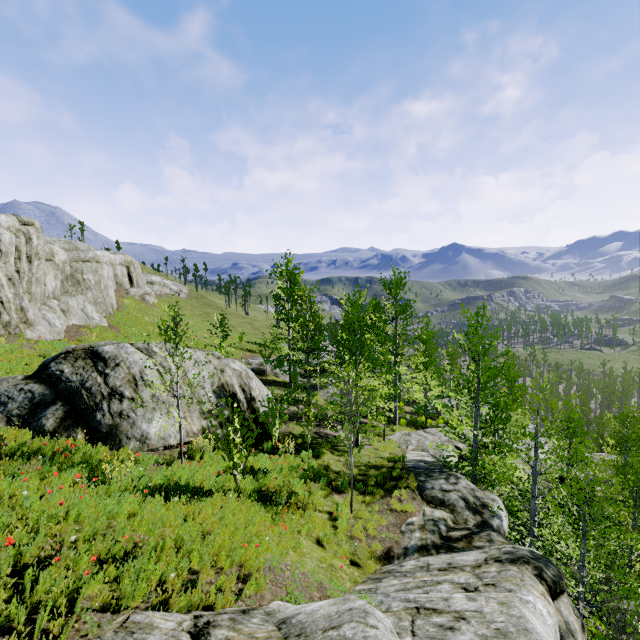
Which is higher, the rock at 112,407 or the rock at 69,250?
the rock at 69,250

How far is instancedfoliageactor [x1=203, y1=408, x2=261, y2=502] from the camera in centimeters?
806cm

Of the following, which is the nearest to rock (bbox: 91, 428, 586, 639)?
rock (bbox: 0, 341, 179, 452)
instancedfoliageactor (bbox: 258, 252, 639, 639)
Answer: instancedfoliageactor (bbox: 258, 252, 639, 639)

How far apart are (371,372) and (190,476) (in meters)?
14.99

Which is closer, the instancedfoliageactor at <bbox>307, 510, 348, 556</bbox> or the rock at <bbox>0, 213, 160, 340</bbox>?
the instancedfoliageactor at <bbox>307, 510, 348, 556</bbox>

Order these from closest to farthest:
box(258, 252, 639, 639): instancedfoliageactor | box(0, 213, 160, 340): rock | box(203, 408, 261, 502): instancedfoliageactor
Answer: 1. box(203, 408, 261, 502): instancedfoliageactor
2. box(258, 252, 639, 639): instancedfoliageactor
3. box(0, 213, 160, 340): rock

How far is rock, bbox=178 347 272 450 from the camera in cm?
1134

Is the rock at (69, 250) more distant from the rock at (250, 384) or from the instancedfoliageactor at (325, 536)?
the rock at (250, 384)
